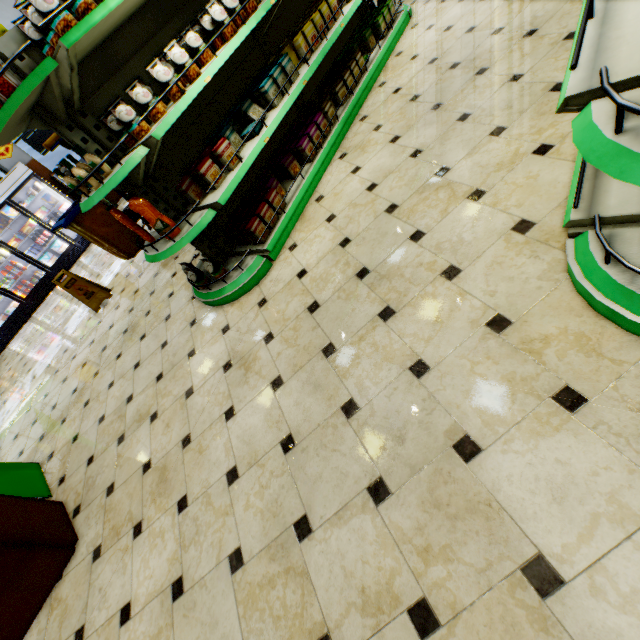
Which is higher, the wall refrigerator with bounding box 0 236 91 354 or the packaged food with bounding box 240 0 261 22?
the packaged food with bounding box 240 0 261 22

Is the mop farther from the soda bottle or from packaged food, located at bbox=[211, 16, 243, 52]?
the soda bottle

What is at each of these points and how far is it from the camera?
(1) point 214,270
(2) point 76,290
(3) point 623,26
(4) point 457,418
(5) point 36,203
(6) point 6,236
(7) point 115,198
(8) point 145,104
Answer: (1) packaged food, 3.1m
(2) floor stand, 5.3m
(3) shelf, 1.1m
(4) building, 1.5m
(5) wall refrigerator, 9.1m
(6) wall refrigerator, 8.8m
(7) building, 11.0m
(8) packaged food, 2.3m

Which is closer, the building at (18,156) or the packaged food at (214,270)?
the packaged food at (214,270)

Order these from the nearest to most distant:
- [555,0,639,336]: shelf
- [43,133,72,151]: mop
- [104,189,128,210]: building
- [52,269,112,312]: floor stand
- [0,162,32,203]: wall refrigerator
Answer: [555,0,639,336]: shelf < [43,133,72,151]: mop < [52,269,112,312]: floor stand < [0,162,32,203]: wall refrigerator < [104,189,128,210]: building

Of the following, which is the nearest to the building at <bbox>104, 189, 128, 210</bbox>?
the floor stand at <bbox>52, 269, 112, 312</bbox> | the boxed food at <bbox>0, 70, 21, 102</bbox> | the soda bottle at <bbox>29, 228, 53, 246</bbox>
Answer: the floor stand at <bbox>52, 269, 112, 312</bbox>

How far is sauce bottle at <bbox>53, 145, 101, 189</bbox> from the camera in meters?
2.2 m

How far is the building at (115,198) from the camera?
9.94m
